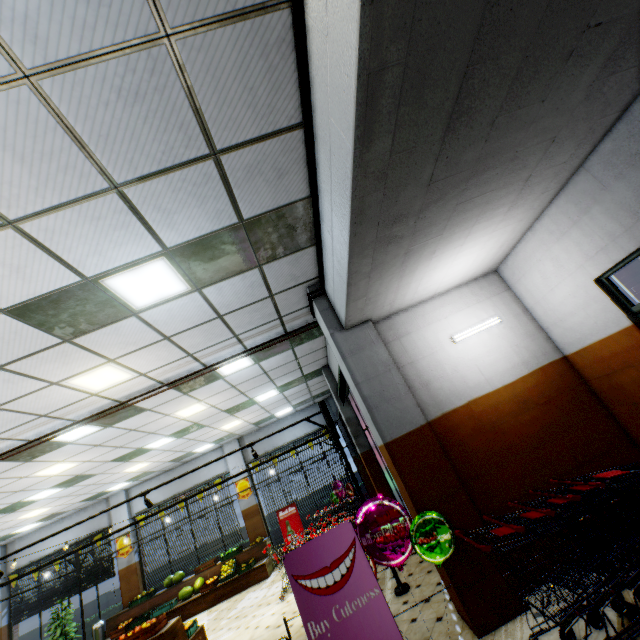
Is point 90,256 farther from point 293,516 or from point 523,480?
point 293,516

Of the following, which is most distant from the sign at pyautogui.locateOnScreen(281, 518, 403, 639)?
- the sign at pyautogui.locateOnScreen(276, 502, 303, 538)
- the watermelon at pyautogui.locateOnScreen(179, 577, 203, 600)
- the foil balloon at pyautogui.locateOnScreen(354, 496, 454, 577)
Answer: the watermelon at pyautogui.locateOnScreen(179, 577, 203, 600)

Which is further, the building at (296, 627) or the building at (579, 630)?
the building at (296, 627)

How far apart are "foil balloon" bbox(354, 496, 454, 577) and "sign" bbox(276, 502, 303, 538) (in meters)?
9.88

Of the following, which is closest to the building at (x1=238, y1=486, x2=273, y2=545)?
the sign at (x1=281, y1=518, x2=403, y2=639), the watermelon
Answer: the sign at (x1=281, y1=518, x2=403, y2=639)

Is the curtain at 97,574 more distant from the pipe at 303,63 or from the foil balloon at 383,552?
the foil balloon at 383,552

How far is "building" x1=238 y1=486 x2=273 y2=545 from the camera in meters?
12.8

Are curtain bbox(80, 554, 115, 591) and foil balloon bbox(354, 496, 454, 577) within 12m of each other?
no
